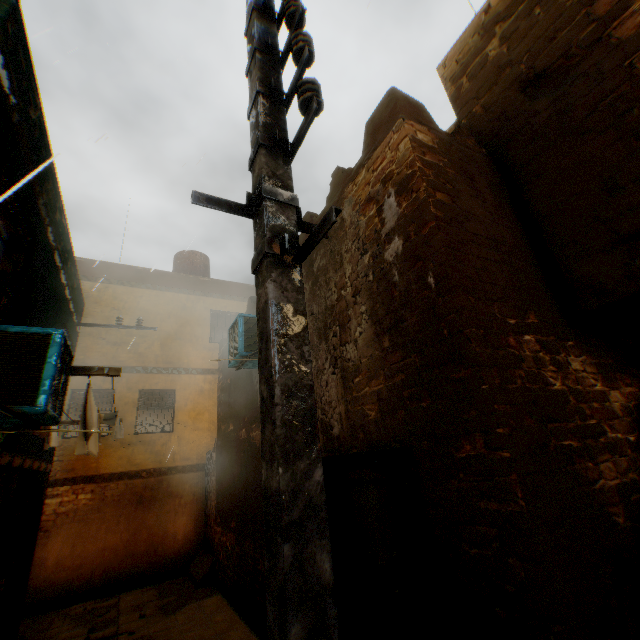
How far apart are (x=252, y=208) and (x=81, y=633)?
9.2m

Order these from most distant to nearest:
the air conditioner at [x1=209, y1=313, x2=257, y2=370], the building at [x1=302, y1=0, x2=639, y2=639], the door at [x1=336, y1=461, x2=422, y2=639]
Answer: the air conditioner at [x1=209, y1=313, x2=257, y2=370], the door at [x1=336, y1=461, x2=422, y2=639], the building at [x1=302, y1=0, x2=639, y2=639]

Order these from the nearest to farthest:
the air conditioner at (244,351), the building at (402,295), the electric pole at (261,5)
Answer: the electric pole at (261,5) → the building at (402,295) → the air conditioner at (244,351)

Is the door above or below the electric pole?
below

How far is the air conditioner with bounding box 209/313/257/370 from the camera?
5.6m

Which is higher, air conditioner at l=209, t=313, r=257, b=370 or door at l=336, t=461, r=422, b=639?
air conditioner at l=209, t=313, r=257, b=370

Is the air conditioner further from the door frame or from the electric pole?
the electric pole

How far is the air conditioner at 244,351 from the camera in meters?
5.6 m
